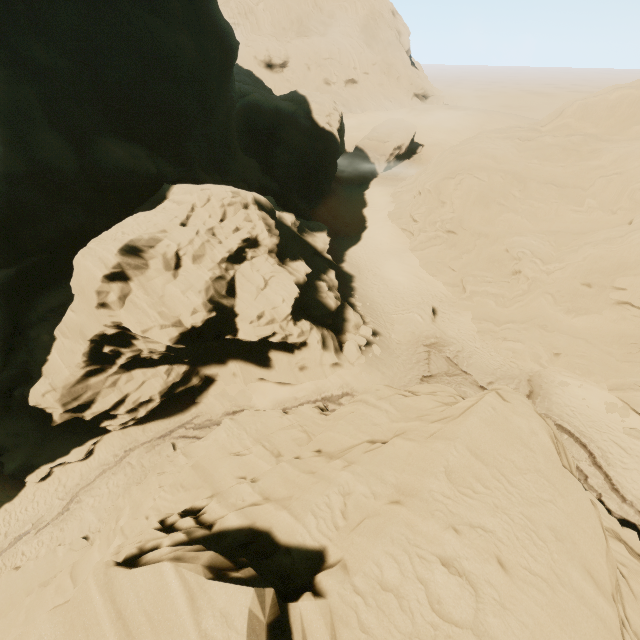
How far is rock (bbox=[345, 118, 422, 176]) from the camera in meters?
51.4

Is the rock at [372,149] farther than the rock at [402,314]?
Yes

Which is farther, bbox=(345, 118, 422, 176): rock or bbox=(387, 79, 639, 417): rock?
bbox=(345, 118, 422, 176): rock

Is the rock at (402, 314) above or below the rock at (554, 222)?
below

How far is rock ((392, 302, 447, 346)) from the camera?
26.1m

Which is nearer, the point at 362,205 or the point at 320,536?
the point at 320,536

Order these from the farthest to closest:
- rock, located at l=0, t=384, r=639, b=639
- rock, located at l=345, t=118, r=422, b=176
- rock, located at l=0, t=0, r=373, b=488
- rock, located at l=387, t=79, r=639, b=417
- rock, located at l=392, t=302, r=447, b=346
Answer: rock, located at l=345, t=118, r=422, b=176
rock, located at l=392, t=302, r=447, b=346
rock, located at l=387, t=79, r=639, b=417
rock, located at l=0, t=0, r=373, b=488
rock, located at l=0, t=384, r=639, b=639

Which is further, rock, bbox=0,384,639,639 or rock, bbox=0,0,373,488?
rock, bbox=0,0,373,488
